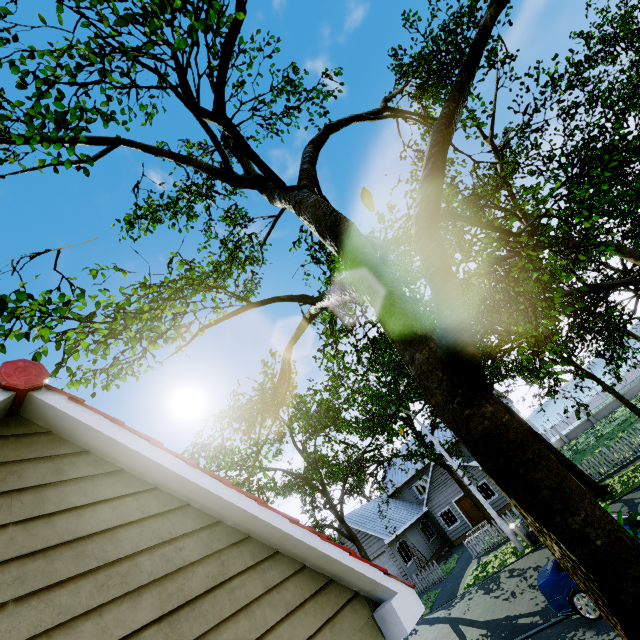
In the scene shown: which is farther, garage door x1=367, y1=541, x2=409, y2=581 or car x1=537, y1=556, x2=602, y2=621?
garage door x1=367, y1=541, x2=409, y2=581

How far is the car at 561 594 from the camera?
7.9m

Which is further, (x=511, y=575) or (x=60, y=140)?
(x=511, y=575)

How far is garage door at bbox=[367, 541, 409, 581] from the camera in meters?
24.2 m

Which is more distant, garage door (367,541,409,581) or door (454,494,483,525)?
door (454,494,483,525)

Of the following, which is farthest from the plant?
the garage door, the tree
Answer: the garage door

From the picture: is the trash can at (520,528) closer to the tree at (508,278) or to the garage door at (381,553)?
the tree at (508,278)

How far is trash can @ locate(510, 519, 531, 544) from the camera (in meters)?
15.60
